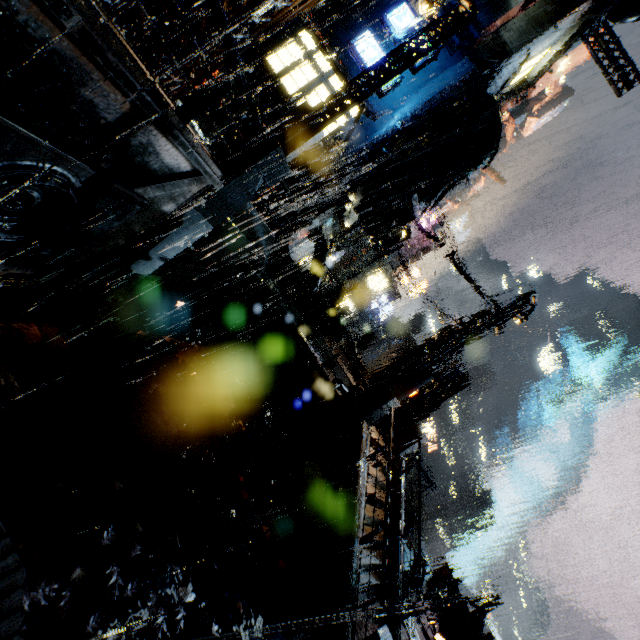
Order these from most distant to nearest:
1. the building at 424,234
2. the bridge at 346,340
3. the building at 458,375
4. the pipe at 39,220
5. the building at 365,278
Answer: the building at 365,278
the bridge at 346,340
the building at 424,234
the building at 458,375
the pipe at 39,220

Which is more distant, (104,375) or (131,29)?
(131,29)

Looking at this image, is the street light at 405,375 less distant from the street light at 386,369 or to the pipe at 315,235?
the street light at 386,369

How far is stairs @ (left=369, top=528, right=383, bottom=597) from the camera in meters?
10.6

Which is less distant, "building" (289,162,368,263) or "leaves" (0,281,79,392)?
"leaves" (0,281,79,392)

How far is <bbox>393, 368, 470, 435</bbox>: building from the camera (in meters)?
15.50

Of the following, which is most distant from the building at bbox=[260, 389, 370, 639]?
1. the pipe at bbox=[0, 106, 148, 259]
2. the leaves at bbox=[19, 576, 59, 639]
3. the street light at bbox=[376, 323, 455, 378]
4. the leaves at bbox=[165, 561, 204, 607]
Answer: the leaves at bbox=[19, 576, 59, 639]

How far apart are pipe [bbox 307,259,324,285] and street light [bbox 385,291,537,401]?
11.74m
